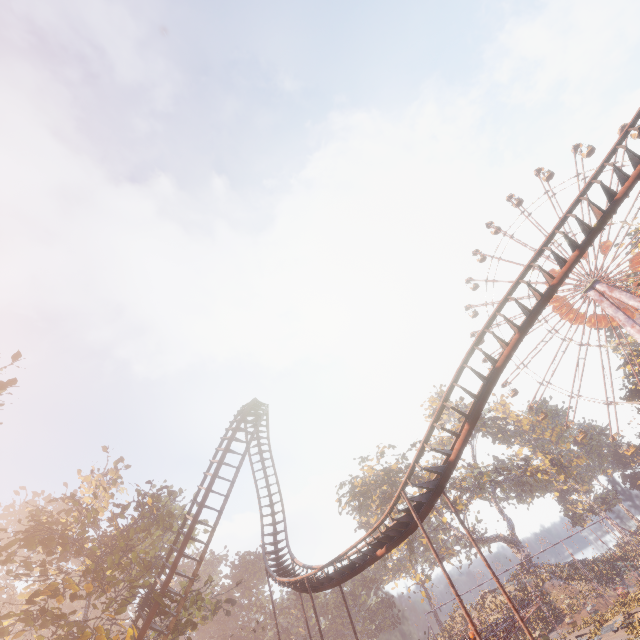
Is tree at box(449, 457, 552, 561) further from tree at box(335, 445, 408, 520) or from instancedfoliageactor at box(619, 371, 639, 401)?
instancedfoliageactor at box(619, 371, 639, 401)

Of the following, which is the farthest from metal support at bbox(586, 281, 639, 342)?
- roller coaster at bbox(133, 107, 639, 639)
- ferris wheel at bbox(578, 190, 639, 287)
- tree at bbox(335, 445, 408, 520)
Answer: tree at bbox(335, 445, 408, 520)

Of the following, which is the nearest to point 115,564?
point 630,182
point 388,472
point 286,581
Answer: point 286,581

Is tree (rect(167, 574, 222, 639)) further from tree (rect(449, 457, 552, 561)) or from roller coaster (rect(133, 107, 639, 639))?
tree (rect(449, 457, 552, 561))

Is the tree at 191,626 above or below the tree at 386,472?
below

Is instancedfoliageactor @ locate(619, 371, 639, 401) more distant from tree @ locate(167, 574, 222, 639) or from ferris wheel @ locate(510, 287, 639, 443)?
tree @ locate(167, 574, 222, 639)

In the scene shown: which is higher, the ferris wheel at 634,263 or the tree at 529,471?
the ferris wheel at 634,263

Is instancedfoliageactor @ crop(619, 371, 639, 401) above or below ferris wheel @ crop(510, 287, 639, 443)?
below
